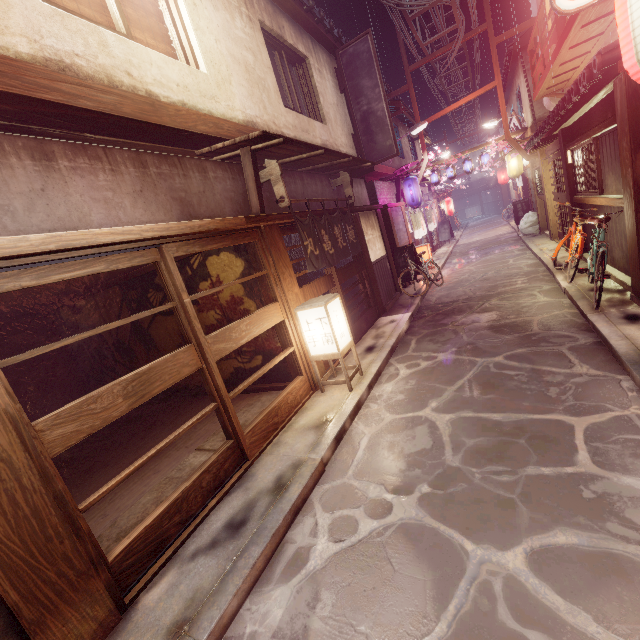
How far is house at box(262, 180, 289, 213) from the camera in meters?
10.0

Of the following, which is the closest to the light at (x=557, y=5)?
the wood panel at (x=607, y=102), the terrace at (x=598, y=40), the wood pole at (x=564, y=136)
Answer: the wood panel at (x=607, y=102)

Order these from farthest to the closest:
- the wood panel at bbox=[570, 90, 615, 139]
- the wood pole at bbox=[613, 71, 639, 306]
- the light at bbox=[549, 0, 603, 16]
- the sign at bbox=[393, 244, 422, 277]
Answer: the sign at bbox=[393, 244, 422, 277]
the wood panel at bbox=[570, 90, 615, 139]
the wood pole at bbox=[613, 71, 639, 306]
the light at bbox=[549, 0, 603, 16]

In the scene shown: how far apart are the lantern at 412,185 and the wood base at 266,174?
14.7 meters

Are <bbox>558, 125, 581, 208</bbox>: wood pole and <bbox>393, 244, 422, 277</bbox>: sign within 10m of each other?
yes

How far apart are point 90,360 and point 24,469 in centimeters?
1466cm

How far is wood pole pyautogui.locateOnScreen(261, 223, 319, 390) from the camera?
9.1 meters

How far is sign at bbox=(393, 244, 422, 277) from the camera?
19.3m
